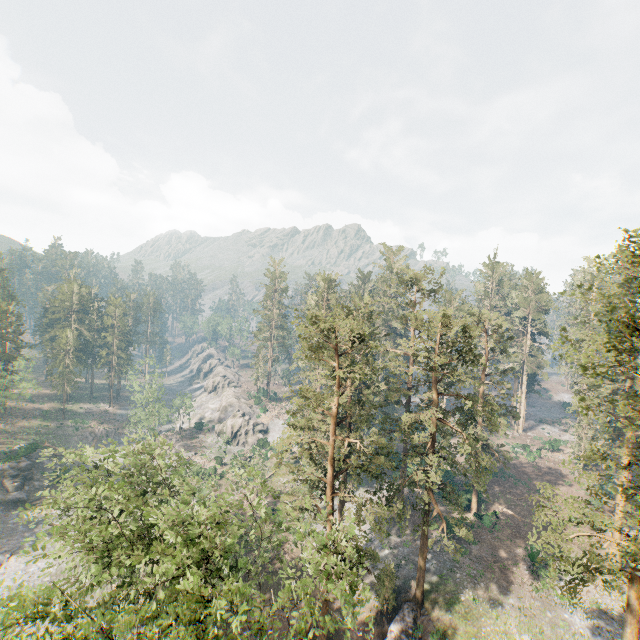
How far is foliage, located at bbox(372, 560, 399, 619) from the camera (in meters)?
25.20

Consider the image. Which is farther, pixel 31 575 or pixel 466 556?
pixel 31 575

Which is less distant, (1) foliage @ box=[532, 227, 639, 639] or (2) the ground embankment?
(1) foliage @ box=[532, 227, 639, 639]

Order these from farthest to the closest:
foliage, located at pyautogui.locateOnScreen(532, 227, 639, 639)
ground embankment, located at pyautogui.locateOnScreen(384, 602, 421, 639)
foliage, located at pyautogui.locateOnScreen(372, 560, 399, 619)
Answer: ground embankment, located at pyautogui.locateOnScreen(384, 602, 421, 639) < foliage, located at pyautogui.locateOnScreen(372, 560, 399, 619) < foliage, located at pyautogui.locateOnScreen(532, 227, 639, 639)

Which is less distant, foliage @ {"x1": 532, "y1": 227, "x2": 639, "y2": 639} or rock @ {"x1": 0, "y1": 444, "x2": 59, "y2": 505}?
foliage @ {"x1": 532, "y1": 227, "x2": 639, "y2": 639}

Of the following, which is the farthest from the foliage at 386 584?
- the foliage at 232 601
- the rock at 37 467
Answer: the rock at 37 467

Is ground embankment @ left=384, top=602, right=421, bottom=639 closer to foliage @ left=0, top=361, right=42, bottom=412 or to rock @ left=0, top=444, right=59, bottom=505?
foliage @ left=0, top=361, right=42, bottom=412

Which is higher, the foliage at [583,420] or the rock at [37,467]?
the foliage at [583,420]
